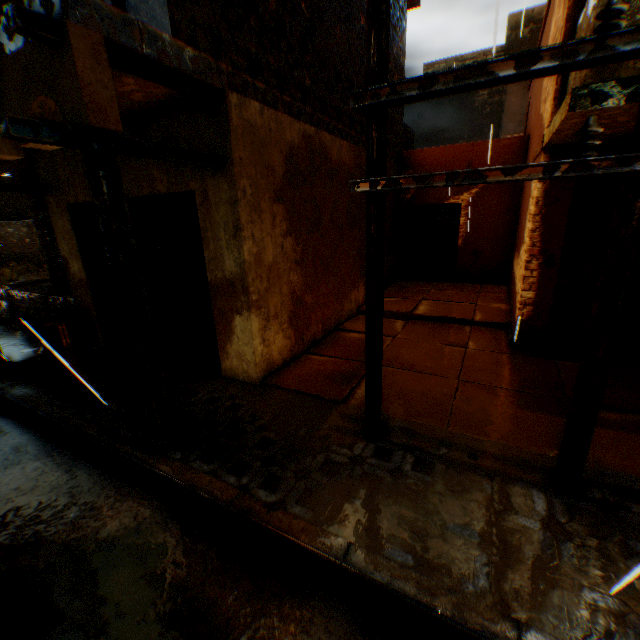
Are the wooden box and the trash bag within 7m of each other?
yes

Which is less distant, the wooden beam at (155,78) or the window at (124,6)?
the wooden beam at (155,78)

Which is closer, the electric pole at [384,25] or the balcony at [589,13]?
the electric pole at [384,25]

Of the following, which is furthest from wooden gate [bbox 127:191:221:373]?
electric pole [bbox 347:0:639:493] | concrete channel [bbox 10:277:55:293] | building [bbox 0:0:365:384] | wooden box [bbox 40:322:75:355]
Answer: concrete channel [bbox 10:277:55:293]

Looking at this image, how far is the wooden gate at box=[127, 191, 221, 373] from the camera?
4.8 meters

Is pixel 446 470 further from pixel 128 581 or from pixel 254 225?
pixel 254 225

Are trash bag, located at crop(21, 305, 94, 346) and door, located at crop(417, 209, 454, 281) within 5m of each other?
no

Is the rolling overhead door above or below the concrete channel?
above
